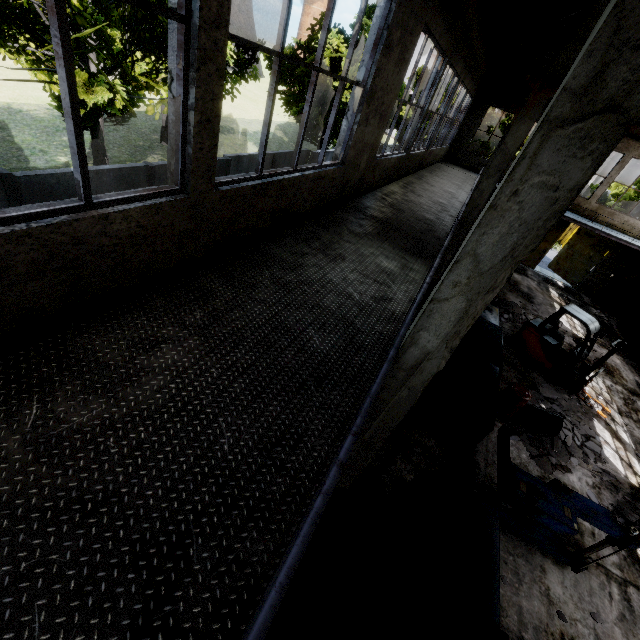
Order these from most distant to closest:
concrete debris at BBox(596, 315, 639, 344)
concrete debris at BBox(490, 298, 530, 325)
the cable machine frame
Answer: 1. concrete debris at BBox(596, 315, 639, 344)
2. concrete debris at BBox(490, 298, 530, 325)
3. the cable machine frame

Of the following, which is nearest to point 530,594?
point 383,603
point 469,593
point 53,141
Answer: point 469,593

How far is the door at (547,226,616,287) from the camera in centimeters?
2062cm

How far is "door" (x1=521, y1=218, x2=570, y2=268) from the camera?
20.6 meters

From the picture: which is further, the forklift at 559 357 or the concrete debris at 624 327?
the concrete debris at 624 327

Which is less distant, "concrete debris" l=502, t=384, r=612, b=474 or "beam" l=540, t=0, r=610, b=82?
"beam" l=540, t=0, r=610, b=82

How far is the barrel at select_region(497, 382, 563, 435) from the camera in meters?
9.1 m

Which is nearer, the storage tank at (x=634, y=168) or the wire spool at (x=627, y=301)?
the wire spool at (x=627, y=301)
